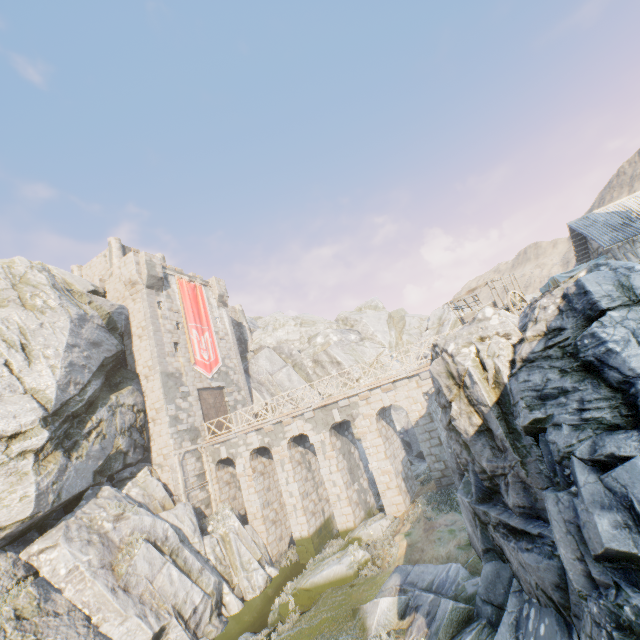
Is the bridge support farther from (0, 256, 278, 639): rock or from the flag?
the flag

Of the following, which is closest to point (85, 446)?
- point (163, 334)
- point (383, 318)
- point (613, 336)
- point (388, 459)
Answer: point (163, 334)

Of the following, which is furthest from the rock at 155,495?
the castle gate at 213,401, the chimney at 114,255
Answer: the castle gate at 213,401

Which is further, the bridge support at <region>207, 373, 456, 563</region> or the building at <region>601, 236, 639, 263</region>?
the building at <region>601, 236, 639, 263</region>

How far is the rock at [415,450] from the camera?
25.7 meters

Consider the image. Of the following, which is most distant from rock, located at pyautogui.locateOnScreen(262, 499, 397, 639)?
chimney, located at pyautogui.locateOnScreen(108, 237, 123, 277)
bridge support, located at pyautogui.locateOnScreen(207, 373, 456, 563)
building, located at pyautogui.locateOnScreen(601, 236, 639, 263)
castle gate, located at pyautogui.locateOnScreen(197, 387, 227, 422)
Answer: castle gate, located at pyautogui.locateOnScreen(197, 387, 227, 422)

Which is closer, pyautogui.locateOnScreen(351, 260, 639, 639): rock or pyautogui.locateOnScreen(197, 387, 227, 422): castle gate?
pyautogui.locateOnScreen(351, 260, 639, 639): rock

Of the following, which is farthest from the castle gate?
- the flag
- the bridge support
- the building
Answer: the building
